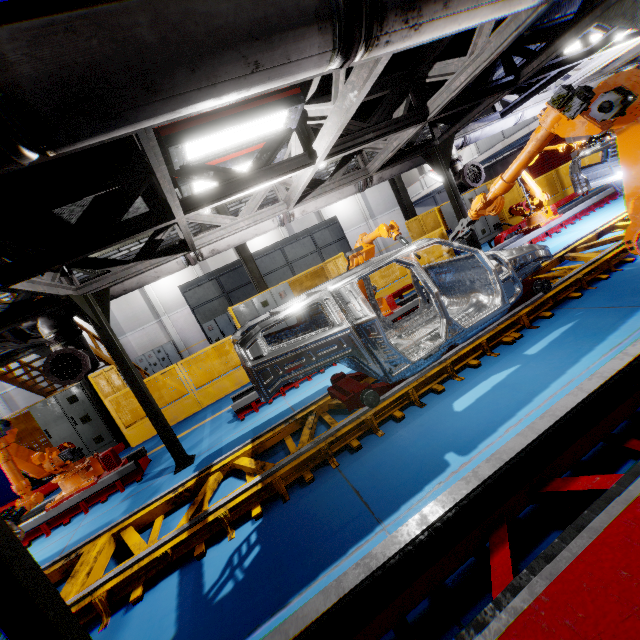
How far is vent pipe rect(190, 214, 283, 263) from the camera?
6.06m

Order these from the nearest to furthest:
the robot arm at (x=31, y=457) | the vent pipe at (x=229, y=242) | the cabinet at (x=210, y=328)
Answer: the robot arm at (x=31, y=457)
the vent pipe at (x=229, y=242)
the cabinet at (x=210, y=328)

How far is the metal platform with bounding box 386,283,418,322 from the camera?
7.7 meters

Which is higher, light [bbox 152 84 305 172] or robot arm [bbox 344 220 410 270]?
light [bbox 152 84 305 172]

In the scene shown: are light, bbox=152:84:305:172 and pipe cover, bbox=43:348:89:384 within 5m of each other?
yes

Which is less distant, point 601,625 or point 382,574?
point 601,625

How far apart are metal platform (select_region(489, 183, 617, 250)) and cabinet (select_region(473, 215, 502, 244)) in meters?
3.0

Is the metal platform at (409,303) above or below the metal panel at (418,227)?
below
